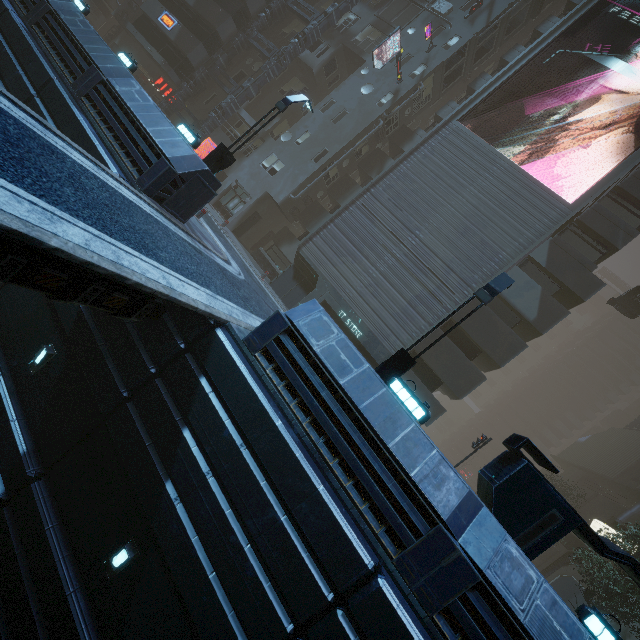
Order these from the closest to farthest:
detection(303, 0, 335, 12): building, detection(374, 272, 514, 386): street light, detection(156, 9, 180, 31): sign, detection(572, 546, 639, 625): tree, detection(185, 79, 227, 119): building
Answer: detection(374, 272, 514, 386): street light < detection(572, 546, 639, 625): tree < detection(156, 9, 180, 31): sign < detection(303, 0, 335, 12): building < detection(185, 79, 227, 119): building

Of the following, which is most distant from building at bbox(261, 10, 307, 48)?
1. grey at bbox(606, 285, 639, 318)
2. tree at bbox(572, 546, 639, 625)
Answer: tree at bbox(572, 546, 639, 625)

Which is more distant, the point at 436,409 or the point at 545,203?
the point at 436,409

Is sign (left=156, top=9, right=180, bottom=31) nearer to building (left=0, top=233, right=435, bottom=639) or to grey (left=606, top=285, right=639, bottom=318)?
building (left=0, top=233, right=435, bottom=639)

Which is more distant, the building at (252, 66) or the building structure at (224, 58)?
the building at (252, 66)

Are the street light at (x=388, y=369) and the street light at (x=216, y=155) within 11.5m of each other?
yes

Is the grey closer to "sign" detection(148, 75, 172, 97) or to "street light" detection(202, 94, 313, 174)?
"street light" detection(202, 94, 313, 174)

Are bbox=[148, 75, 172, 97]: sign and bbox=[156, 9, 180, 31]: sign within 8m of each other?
yes
